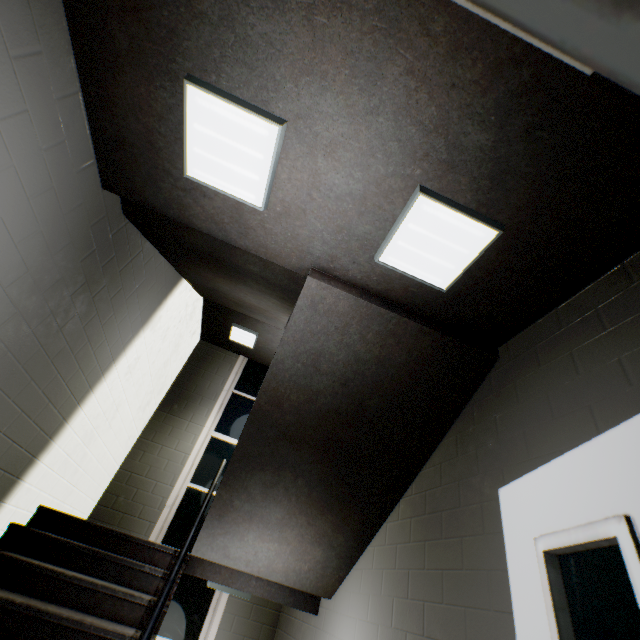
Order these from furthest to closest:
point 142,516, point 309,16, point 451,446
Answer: point 142,516 → point 451,446 → point 309,16

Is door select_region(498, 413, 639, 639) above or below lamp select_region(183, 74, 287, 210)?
below

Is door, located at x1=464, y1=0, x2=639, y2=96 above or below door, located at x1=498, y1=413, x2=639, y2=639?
above

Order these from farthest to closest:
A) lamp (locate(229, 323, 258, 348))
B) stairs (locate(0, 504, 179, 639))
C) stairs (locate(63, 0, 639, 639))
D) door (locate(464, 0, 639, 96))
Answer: lamp (locate(229, 323, 258, 348)), stairs (locate(0, 504, 179, 639)), stairs (locate(63, 0, 639, 639)), door (locate(464, 0, 639, 96))

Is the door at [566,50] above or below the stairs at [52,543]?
above

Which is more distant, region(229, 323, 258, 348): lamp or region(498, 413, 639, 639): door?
region(229, 323, 258, 348): lamp

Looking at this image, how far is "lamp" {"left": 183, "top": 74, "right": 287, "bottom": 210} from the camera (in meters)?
1.55

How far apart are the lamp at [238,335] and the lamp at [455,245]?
4.24m
